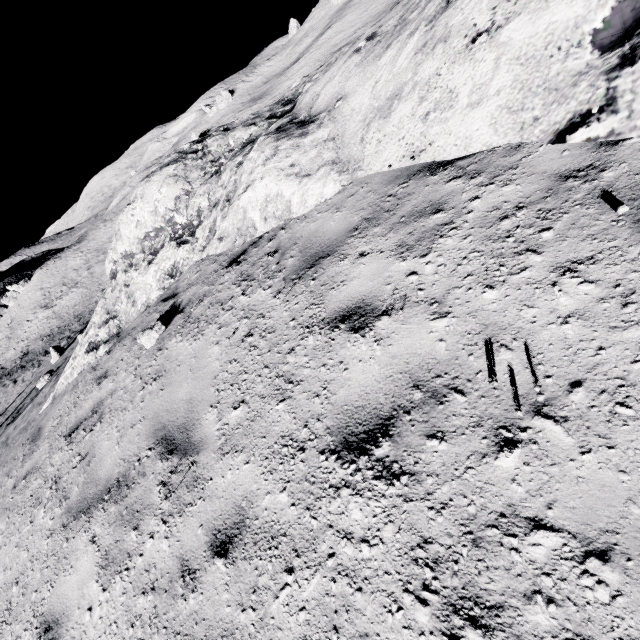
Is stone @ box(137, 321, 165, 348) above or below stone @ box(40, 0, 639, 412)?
below

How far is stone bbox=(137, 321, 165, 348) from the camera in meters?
5.4 m

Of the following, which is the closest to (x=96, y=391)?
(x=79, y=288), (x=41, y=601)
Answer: (x=41, y=601)

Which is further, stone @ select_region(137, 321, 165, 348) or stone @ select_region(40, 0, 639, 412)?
stone @ select_region(137, 321, 165, 348)

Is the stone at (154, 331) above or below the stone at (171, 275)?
below

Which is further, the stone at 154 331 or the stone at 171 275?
the stone at 154 331
